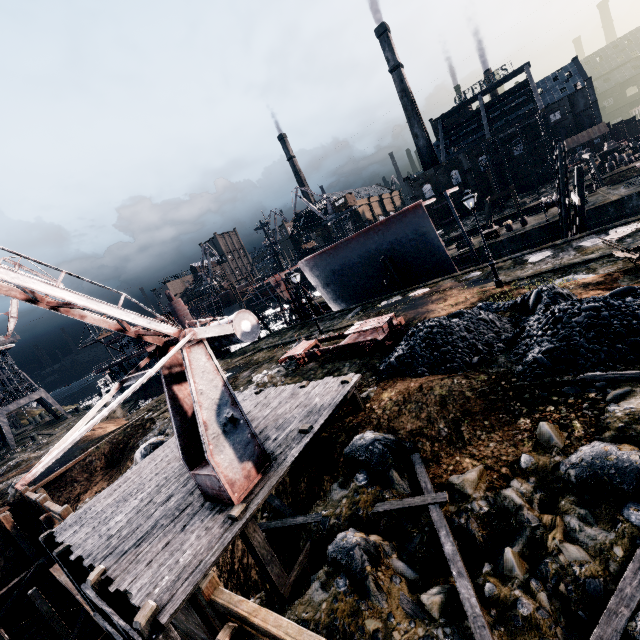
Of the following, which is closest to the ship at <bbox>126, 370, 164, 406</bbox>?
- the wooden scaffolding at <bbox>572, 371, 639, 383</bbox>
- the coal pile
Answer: the wooden scaffolding at <bbox>572, 371, 639, 383</bbox>

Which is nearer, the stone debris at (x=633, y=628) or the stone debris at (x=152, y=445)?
the stone debris at (x=633, y=628)

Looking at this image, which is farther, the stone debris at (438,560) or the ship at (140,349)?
the ship at (140,349)

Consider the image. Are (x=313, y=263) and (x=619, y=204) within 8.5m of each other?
no

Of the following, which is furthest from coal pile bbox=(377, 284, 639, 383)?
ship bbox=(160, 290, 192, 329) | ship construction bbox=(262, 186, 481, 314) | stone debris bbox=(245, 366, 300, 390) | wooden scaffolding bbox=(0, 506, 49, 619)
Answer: ship bbox=(160, 290, 192, 329)

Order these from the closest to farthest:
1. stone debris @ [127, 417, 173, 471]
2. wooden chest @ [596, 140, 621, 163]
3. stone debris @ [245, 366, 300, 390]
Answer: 1. stone debris @ [127, 417, 173, 471]
2. stone debris @ [245, 366, 300, 390]
3. wooden chest @ [596, 140, 621, 163]

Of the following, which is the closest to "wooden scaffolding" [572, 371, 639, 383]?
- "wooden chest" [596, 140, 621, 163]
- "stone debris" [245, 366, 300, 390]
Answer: "stone debris" [245, 366, 300, 390]

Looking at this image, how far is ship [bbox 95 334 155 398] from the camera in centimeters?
4774cm
